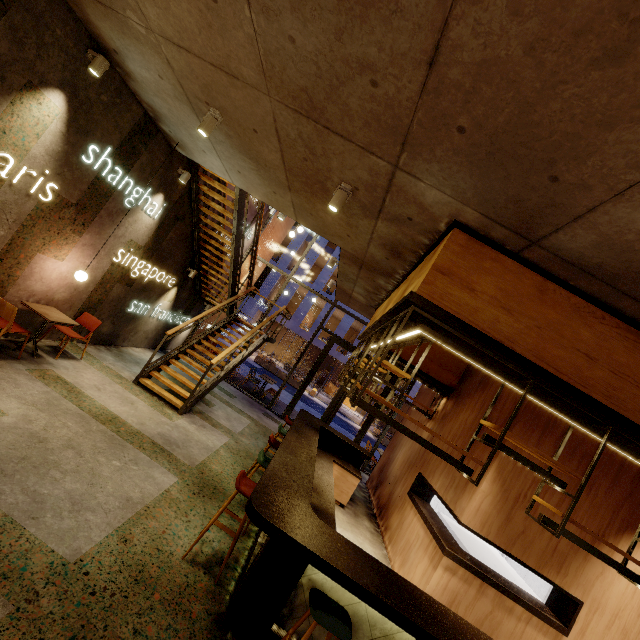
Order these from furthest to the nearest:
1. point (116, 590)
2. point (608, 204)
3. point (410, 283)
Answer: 1. point (410, 283)
2. point (116, 590)
3. point (608, 204)

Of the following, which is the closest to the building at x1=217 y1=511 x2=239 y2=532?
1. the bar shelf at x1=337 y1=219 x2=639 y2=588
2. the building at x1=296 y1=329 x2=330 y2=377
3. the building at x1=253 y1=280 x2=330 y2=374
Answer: the bar shelf at x1=337 y1=219 x2=639 y2=588

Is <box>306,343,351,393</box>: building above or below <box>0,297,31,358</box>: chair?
above

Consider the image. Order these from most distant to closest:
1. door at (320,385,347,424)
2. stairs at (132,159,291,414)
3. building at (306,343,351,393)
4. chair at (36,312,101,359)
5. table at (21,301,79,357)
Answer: building at (306,343,351,393)
door at (320,385,347,424)
stairs at (132,159,291,414)
chair at (36,312,101,359)
table at (21,301,79,357)

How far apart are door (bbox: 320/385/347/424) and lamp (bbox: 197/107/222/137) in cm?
855

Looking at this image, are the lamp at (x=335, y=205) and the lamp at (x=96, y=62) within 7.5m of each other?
yes

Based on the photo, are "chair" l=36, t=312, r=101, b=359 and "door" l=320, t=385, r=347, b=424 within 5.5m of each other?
no

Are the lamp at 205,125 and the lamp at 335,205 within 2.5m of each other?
Answer: yes
